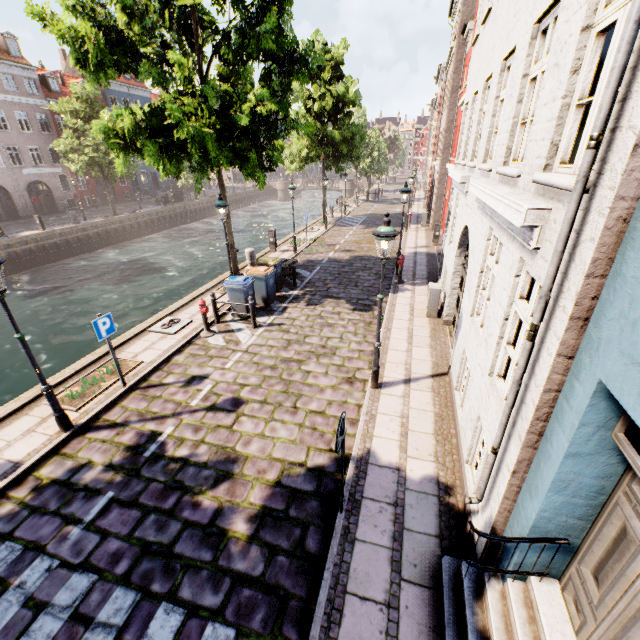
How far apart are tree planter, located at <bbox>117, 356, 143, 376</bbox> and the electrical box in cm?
882

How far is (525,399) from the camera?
3.22m

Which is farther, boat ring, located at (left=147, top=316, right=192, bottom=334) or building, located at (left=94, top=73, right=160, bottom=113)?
building, located at (left=94, top=73, right=160, bottom=113)

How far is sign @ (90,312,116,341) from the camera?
6.9m

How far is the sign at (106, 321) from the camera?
6.9 meters

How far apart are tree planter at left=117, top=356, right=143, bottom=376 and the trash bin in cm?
469

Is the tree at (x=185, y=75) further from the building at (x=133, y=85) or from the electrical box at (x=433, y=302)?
the electrical box at (x=433, y=302)

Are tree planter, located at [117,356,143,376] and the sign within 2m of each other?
yes
